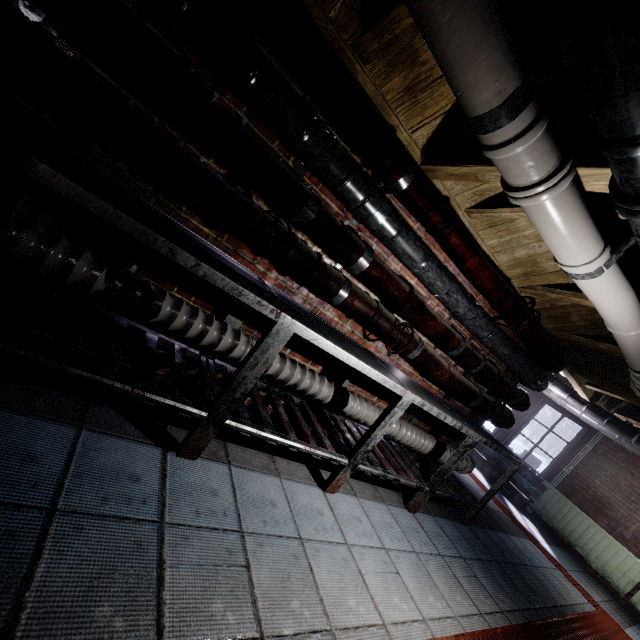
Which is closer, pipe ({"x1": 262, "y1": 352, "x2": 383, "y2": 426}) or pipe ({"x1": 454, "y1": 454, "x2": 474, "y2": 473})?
pipe ({"x1": 262, "y1": 352, "x2": 383, "y2": 426})

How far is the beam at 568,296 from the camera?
2.43m

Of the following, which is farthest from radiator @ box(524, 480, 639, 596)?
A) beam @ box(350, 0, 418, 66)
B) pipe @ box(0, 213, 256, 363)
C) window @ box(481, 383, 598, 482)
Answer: beam @ box(350, 0, 418, 66)

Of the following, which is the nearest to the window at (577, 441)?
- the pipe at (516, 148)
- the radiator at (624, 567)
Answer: the radiator at (624, 567)

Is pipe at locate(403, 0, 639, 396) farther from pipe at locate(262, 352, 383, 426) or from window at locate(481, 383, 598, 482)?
window at locate(481, 383, 598, 482)

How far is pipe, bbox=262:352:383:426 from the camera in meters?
2.1 m

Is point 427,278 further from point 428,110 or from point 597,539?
point 597,539

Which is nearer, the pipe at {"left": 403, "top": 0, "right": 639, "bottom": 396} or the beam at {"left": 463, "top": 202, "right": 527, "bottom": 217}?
the pipe at {"left": 403, "top": 0, "right": 639, "bottom": 396}
